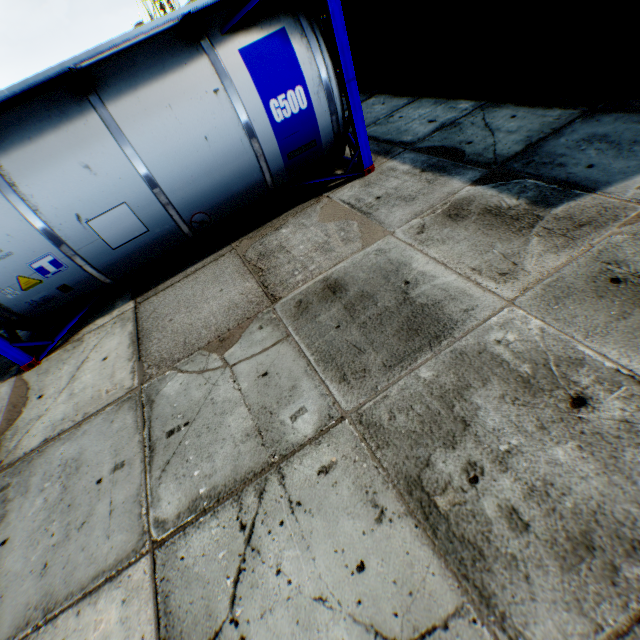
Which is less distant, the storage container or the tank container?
the tank container

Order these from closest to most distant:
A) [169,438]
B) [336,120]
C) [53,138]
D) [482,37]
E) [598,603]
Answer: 1. [598,603]
2. [169,438]
3. [53,138]
4. [336,120]
5. [482,37]

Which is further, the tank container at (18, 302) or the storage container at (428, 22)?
the storage container at (428, 22)
